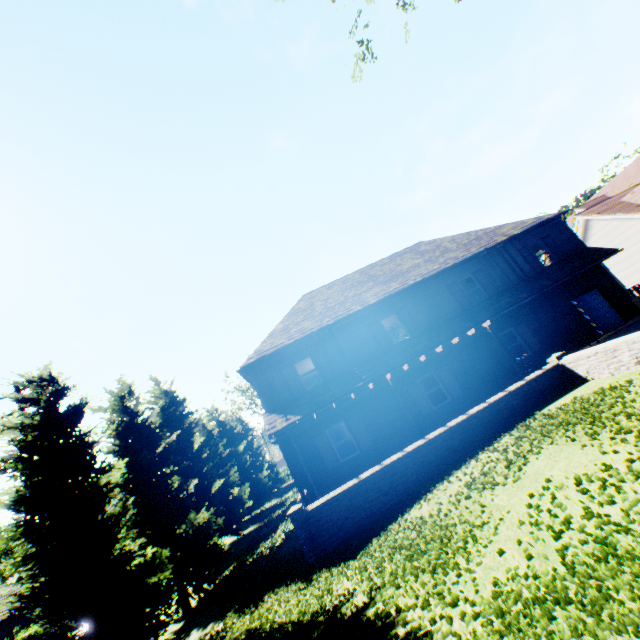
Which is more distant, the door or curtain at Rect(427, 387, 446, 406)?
the door

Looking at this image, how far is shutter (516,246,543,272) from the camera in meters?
18.0

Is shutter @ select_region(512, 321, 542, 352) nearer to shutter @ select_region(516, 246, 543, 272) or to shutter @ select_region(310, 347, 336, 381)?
shutter @ select_region(516, 246, 543, 272)

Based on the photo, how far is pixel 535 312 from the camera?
17.0m

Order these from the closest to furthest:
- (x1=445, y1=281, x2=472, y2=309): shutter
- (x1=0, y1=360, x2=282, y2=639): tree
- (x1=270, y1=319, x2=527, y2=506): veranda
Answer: (x1=0, y1=360, x2=282, y2=639): tree, (x1=270, y1=319, x2=527, y2=506): veranda, (x1=445, y1=281, x2=472, y2=309): shutter

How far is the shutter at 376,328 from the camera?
16.2 meters

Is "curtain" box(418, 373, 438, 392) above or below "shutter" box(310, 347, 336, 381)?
below

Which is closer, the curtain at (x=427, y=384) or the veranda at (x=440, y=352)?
the veranda at (x=440, y=352)
